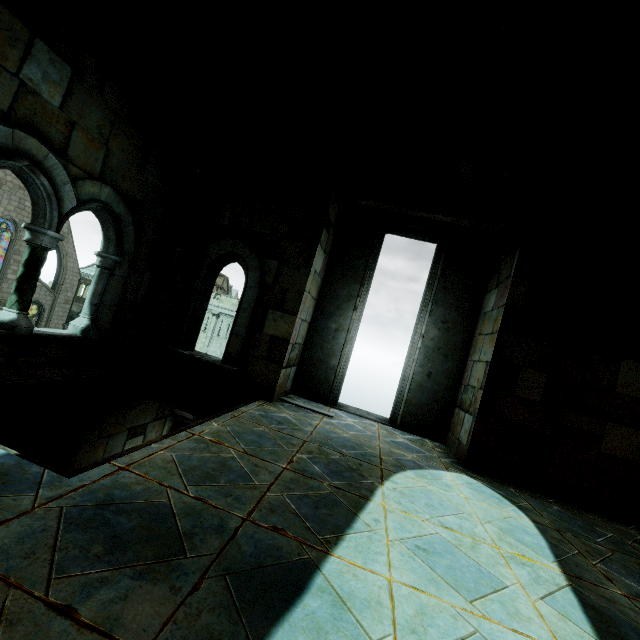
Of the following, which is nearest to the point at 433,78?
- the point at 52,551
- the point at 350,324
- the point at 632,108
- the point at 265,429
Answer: the point at 632,108
